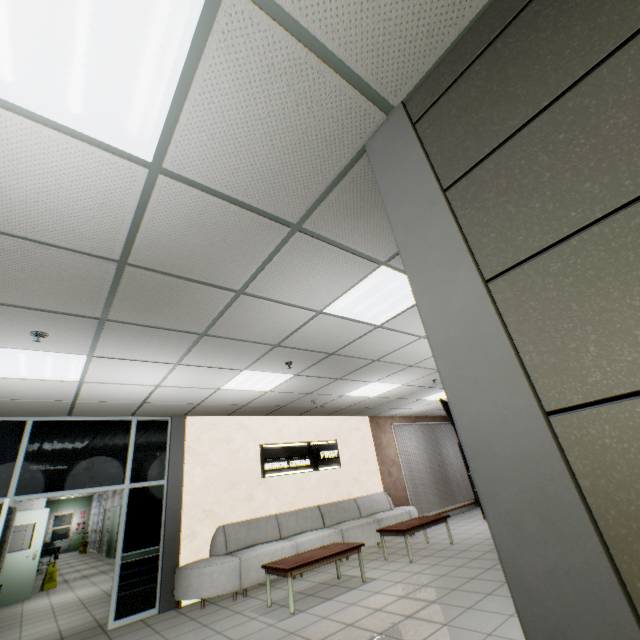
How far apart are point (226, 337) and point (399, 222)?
2.95m

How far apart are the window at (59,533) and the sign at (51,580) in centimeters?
1715cm

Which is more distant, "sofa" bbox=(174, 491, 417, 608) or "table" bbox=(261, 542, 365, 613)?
"sofa" bbox=(174, 491, 417, 608)

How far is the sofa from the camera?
5.48m

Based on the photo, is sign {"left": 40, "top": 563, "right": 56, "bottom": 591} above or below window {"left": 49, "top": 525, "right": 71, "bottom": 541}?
below

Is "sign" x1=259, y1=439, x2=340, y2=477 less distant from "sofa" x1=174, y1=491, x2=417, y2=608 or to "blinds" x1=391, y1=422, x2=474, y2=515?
"sofa" x1=174, y1=491, x2=417, y2=608

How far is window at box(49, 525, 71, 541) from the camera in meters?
21.5

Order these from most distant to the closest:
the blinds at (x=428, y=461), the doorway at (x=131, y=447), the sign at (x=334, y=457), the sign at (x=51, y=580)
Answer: the blinds at (x=428, y=461) < the sign at (x=51, y=580) < the sign at (x=334, y=457) < the doorway at (x=131, y=447)
